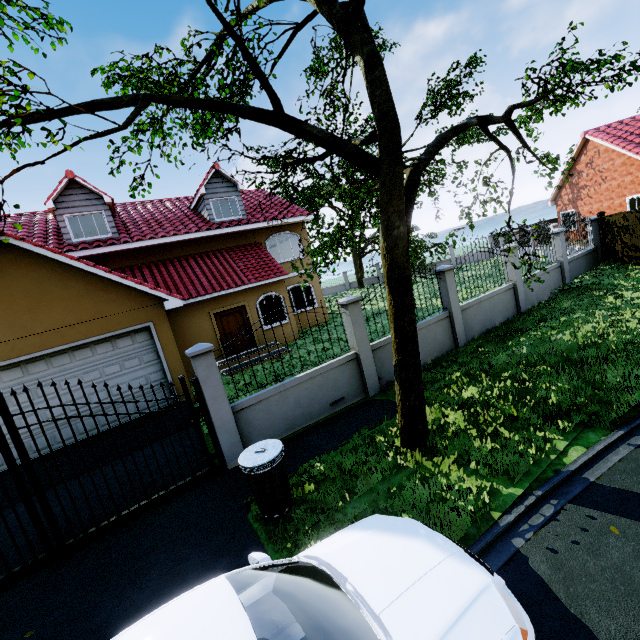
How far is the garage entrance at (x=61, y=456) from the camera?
7.44m

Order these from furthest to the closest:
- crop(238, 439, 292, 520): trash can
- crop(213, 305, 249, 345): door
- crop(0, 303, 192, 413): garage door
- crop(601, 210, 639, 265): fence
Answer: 1. crop(213, 305, 249, 345): door
2. crop(601, 210, 639, 265): fence
3. crop(0, 303, 192, 413): garage door
4. crop(238, 439, 292, 520): trash can

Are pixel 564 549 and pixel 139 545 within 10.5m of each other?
yes

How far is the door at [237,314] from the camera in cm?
1432

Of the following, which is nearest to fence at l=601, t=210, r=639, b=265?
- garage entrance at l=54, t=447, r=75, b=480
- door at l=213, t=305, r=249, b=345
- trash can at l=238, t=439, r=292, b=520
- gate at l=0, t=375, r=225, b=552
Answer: gate at l=0, t=375, r=225, b=552

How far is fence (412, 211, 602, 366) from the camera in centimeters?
959cm

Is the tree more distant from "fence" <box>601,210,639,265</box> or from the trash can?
the trash can

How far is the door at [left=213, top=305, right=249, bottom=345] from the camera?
14.3m
